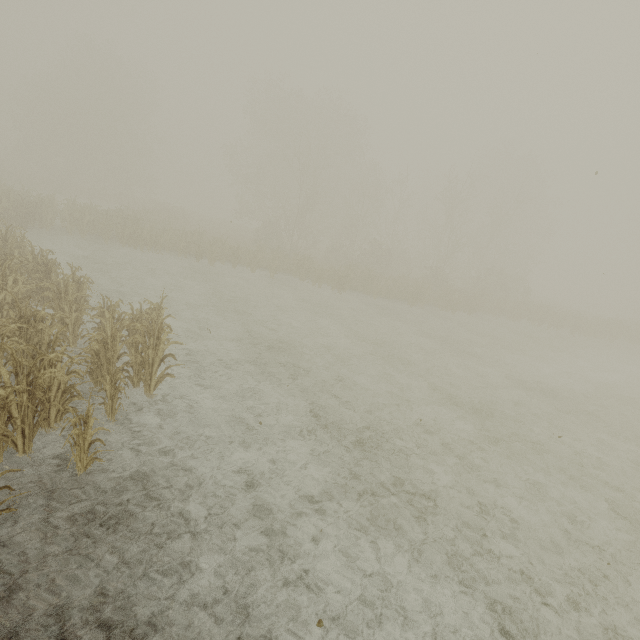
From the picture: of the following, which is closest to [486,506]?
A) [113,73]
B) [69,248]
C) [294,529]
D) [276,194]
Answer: [294,529]
